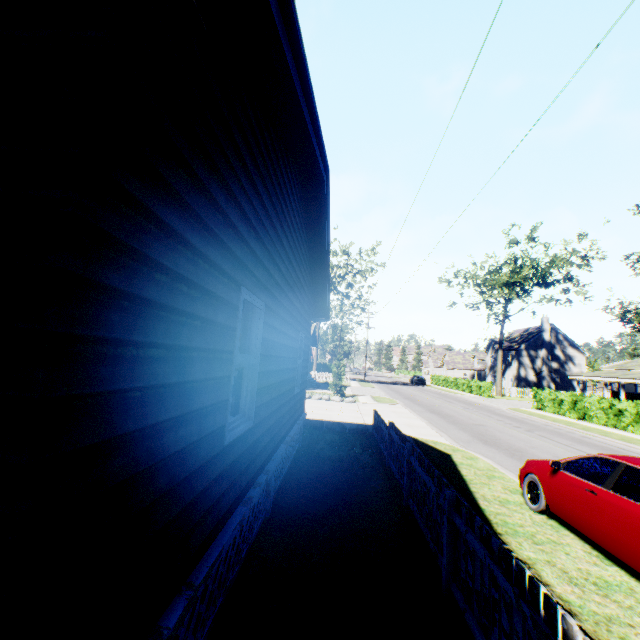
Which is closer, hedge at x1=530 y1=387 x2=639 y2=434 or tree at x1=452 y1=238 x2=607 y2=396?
hedge at x1=530 y1=387 x2=639 y2=434

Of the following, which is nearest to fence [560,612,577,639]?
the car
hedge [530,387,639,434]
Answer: the car

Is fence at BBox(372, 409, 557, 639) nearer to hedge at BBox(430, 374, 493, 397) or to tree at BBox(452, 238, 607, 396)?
hedge at BBox(430, 374, 493, 397)

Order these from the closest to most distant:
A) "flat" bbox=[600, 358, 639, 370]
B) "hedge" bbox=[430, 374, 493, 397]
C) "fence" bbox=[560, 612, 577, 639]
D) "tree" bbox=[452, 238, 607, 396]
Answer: "fence" bbox=[560, 612, 577, 639] → "flat" bbox=[600, 358, 639, 370] → "tree" bbox=[452, 238, 607, 396] → "hedge" bbox=[430, 374, 493, 397]

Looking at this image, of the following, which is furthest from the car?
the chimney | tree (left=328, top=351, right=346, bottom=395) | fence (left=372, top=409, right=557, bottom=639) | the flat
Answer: the chimney

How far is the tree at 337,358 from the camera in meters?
25.8 m

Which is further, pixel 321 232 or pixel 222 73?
pixel 321 232

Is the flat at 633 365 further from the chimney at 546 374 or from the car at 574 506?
the car at 574 506
